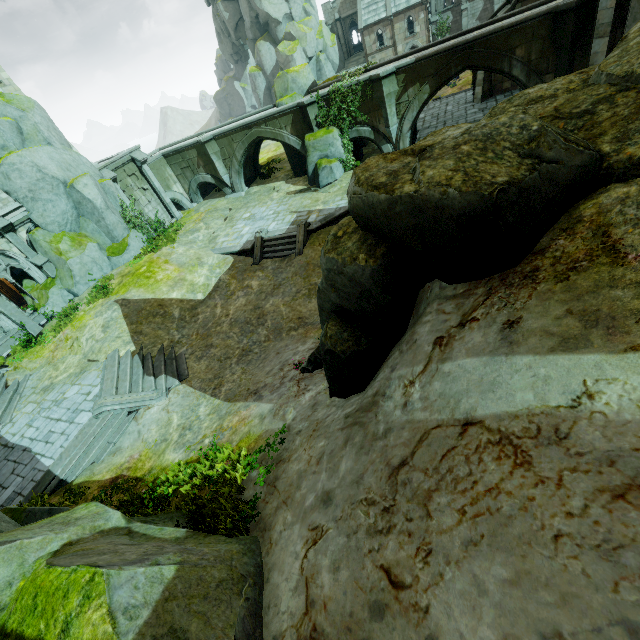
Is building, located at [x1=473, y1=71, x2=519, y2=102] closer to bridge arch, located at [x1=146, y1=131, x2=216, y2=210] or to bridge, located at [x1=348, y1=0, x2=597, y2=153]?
bridge, located at [x1=348, y1=0, x2=597, y2=153]

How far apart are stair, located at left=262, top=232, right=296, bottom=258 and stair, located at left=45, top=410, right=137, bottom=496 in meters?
10.8 m

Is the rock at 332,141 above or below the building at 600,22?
below

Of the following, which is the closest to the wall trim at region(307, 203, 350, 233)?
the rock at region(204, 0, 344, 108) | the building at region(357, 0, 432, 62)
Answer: the rock at region(204, 0, 344, 108)

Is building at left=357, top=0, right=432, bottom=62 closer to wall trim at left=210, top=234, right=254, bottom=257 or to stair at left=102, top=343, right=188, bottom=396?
wall trim at left=210, top=234, right=254, bottom=257

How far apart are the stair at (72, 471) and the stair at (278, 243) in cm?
1077

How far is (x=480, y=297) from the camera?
4.1m

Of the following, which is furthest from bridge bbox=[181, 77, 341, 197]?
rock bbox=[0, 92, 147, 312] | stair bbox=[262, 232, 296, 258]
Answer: stair bbox=[262, 232, 296, 258]
